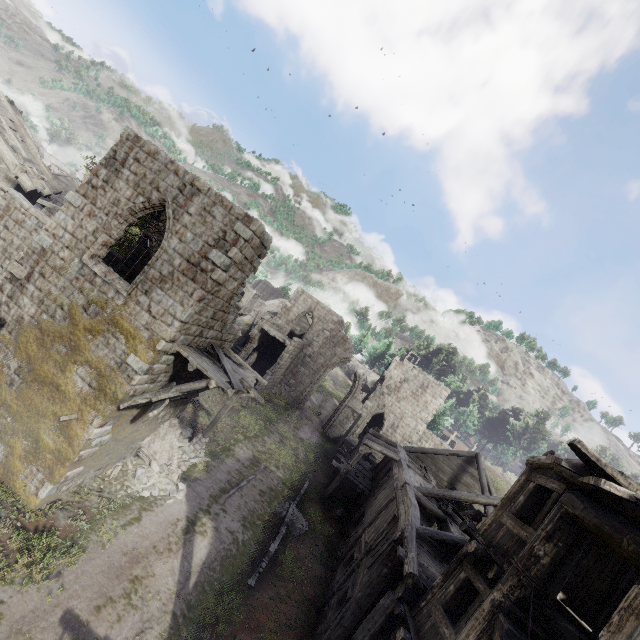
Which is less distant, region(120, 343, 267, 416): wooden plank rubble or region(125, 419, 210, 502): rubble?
region(120, 343, 267, 416): wooden plank rubble

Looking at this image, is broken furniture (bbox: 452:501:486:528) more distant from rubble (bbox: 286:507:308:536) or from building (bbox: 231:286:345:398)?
rubble (bbox: 286:507:308:536)

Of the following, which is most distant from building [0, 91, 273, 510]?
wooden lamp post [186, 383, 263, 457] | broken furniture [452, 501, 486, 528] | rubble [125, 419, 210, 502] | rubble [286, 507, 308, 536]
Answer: rubble [286, 507, 308, 536]

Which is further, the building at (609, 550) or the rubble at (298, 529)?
the rubble at (298, 529)

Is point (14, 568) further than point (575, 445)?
Yes

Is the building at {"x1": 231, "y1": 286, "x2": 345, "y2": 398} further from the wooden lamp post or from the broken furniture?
the wooden lamp post

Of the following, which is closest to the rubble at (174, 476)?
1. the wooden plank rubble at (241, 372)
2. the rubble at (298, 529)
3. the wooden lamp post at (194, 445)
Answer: the wooden lamp post at (194, 445)

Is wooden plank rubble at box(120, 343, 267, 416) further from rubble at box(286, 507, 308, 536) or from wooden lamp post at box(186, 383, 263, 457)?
rubble at box(286, 507, 308, 536)
